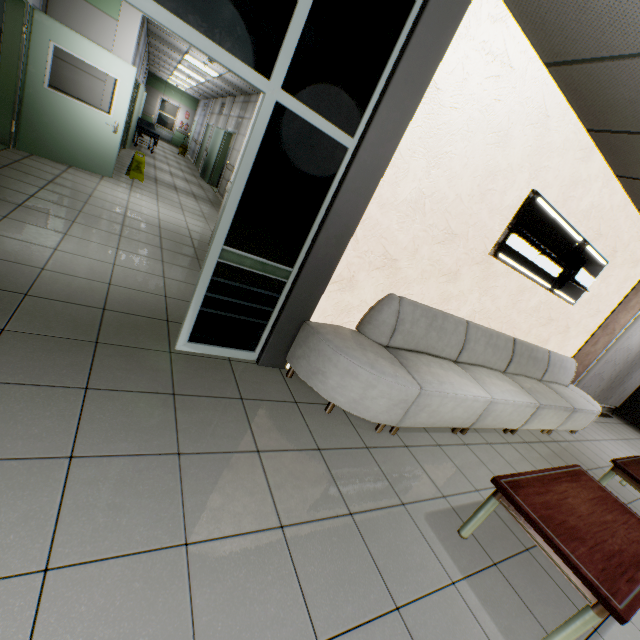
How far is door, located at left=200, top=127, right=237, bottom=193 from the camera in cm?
1129

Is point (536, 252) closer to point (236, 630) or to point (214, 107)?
point (236, 630)

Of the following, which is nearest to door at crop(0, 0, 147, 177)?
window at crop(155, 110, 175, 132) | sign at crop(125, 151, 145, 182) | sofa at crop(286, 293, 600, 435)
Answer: sign at crop(125, 151, 145, 182)

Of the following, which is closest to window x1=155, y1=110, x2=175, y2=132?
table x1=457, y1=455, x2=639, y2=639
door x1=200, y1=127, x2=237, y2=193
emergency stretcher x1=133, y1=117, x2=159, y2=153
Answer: emergency stretcher x1=133, y1=117, x2=159, y2=153

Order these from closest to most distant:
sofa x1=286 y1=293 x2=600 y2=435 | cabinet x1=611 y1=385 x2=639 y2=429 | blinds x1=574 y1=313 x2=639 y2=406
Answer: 1. sofa x1=286 y1=293 x2=600 y2=435
2. blinds x1=574 y1=313 x2=639 y2=406
3. cabinet x1=611 y1=385 x2=639 y2=429

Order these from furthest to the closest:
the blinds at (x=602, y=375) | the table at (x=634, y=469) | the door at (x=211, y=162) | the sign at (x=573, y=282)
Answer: the door at (x=211, y=162) → the blinds at (x=602, y=375) → the sign at (x=573, y=282) → the table at (x=634, y=469)

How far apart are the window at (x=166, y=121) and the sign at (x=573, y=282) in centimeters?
2414cm

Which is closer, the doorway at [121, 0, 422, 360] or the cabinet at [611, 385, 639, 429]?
the doorway at [121, 0, 422, 360]
